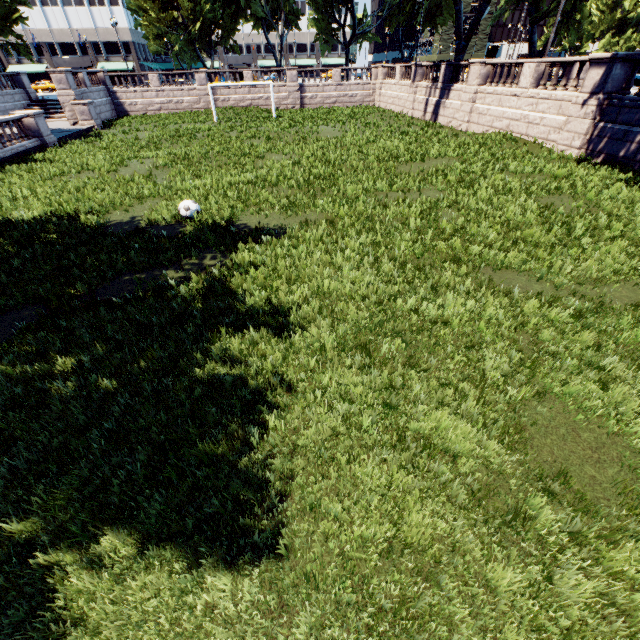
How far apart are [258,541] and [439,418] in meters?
2.8 m

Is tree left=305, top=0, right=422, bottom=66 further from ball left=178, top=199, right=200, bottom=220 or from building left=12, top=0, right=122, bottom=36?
ball left=178, top=199, right=200, bottom=220

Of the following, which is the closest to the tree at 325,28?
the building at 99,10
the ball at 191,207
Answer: the building at 99,10

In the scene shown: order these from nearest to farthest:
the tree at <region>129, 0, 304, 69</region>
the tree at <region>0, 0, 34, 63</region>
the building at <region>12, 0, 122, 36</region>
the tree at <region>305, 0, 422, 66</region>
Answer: the tree at <region>0, 0, 34, 63</region> < the tree at <region>129, 0, 304, 69</region> < the tree at <region>305, 0, 422, 66</region> < the building at <region>12, 0, 122, 36</region>

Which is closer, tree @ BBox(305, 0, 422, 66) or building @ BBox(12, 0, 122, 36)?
tree @ BBox(305, 0, 422, 66)

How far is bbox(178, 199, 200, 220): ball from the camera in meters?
10.5 m

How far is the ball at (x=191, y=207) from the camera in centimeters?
1055cm
